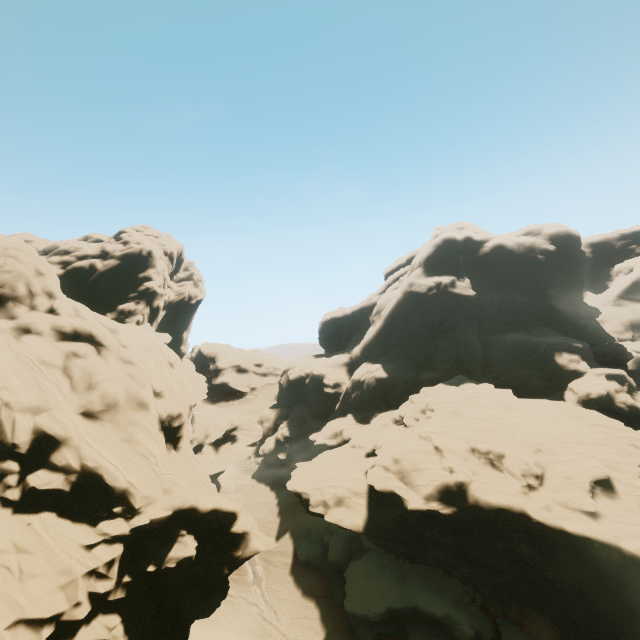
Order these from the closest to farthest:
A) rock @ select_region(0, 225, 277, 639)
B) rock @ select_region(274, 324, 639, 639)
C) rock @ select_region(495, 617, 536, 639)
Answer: rock @ select_region(0, 225, 277, 639)
rock @ select_region(274, 324, 639, 639)
rock @ select_region(495, 617, 536, 639)

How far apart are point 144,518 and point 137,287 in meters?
34.9

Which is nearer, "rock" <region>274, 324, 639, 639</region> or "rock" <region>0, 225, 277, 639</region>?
"rock" <region>0, 225, 277, 639</region>

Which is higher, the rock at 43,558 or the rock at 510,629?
the rock at 43,558

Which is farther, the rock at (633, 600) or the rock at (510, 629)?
the rock at (510, 629)

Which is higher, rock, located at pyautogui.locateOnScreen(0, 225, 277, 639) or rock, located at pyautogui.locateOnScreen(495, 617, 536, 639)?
rock, located at pyautogui.locateOnScreen(0, 225, 277, 639)
